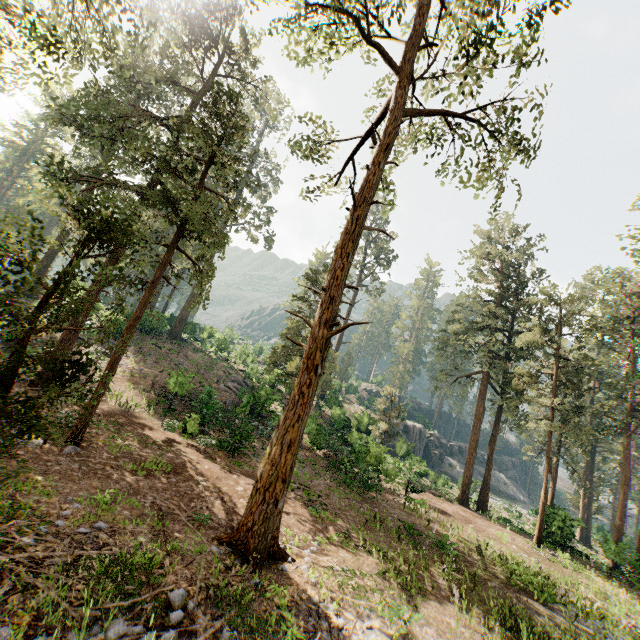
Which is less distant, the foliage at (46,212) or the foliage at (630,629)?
the foliage at (46,212)

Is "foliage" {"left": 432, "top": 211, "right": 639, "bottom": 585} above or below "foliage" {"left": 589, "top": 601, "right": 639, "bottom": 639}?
above

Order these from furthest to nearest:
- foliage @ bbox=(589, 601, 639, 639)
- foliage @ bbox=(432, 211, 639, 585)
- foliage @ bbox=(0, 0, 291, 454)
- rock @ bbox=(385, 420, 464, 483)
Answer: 1. rock @ bbox=(385, 420, 464, 483)
2. foliage @ bbox=(432, 211, 639, 585)
3. foliage @ bbox=(589, 601, 639, 639)
4. foliage @ bbox=(0, 0, 291, 454)

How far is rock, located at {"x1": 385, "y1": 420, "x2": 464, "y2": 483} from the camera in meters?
35.7 m

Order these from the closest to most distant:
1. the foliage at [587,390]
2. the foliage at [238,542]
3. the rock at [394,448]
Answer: the foliage at [238,542], the foliage at [587,390], the rock at [394,448]

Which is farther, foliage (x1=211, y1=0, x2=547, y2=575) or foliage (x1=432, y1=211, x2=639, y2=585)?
foliage (x1=432, y1=211, x2=639, y2=585)

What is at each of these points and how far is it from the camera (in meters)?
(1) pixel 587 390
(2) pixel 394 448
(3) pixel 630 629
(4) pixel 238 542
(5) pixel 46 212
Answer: (1) foliage, 21.81
(2) rock, 46.72
(3) foliage, 12.19
(4) foliage, 8.21
(5) foliage, 53.72

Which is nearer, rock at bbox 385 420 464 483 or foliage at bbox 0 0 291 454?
foliage at bbox 0 0 291 454
